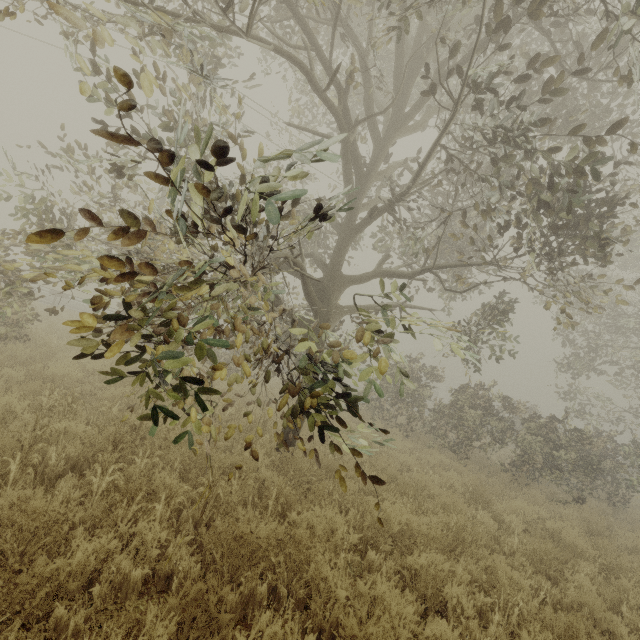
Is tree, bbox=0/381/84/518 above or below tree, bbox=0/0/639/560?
below

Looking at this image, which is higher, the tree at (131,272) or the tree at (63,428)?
the tree at (131,272)

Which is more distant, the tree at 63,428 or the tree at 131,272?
the tree at 63,428

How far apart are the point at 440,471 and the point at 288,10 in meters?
11.5

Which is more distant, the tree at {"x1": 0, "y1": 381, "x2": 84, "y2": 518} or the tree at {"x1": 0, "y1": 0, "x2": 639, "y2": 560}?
the tree at {"x1": 0, "y1": 381, "x2": 84, "y2": 518}
